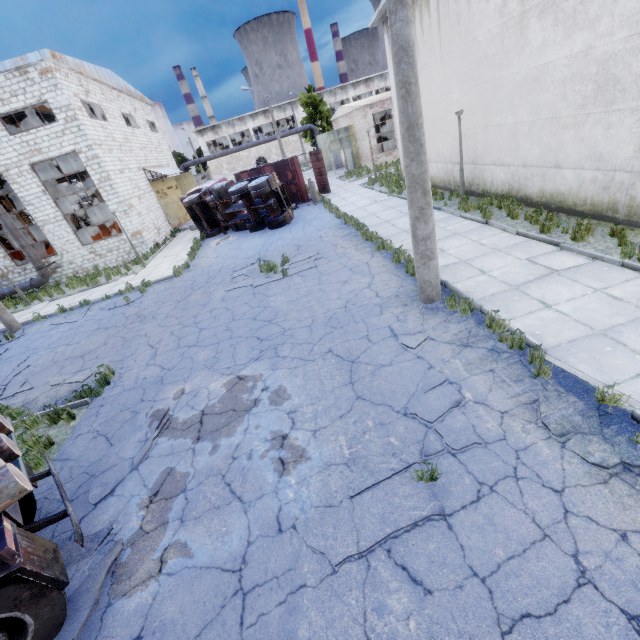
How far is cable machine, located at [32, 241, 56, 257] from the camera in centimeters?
2355cm

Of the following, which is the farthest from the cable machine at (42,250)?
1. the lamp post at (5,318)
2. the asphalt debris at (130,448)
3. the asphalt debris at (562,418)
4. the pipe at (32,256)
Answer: the asphalt debris at (562,418)

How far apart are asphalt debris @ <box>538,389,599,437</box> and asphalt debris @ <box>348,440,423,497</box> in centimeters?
79cm

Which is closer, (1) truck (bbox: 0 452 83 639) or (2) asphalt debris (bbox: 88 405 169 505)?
(1) truck (bbox: 0 452 83 639)

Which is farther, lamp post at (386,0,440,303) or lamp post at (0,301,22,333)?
lamp post at (0,301,22,333)

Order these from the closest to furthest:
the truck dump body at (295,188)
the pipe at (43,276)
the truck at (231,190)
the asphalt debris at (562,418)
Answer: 1. the asphalt debris at (562,418)
2. the truck at (231,190)
3. the pipe at (43,276)
4. the truck dump body at (295,188)

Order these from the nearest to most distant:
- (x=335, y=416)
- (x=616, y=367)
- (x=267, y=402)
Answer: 1. (x=616, y=367)
2. (x=335, y=416)
3. (x=267, y=402)

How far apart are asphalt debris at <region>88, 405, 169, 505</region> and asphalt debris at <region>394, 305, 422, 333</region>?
4.8 meters
